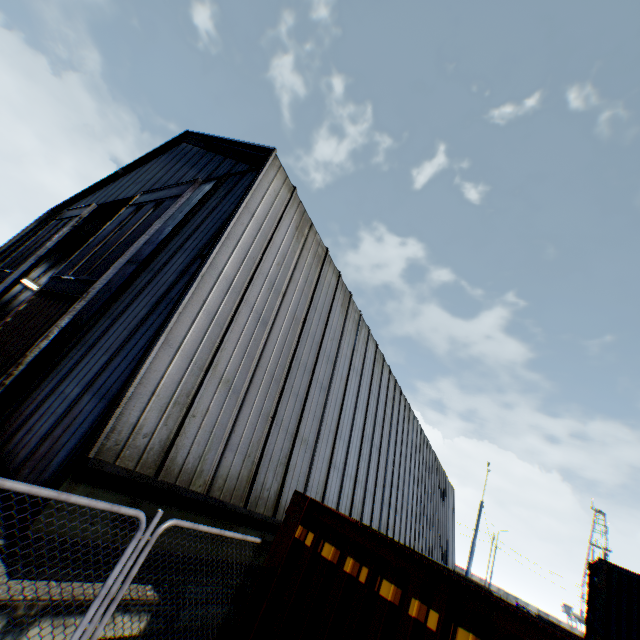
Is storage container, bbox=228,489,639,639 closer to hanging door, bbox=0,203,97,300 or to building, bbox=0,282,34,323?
building, bbox=0,282,34,323

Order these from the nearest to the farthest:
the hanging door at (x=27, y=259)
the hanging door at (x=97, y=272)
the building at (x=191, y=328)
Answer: the building at (x=191, y=328)
the hanging door at (x=97, y=272)
the hanging door at (x=27, y=259)

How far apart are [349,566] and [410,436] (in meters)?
21.44

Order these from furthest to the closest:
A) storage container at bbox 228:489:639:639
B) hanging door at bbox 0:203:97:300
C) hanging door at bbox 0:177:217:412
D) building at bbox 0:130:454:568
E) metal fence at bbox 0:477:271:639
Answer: hanging door at bbox 0:203:97:300, hanging door at bbox 0:177:217:412, building at bbox 0:130:454:568, storage container at bbox 228:489:639:639, metal fence at bbox 0:477:271:639

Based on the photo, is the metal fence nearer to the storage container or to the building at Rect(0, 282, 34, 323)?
the storage container

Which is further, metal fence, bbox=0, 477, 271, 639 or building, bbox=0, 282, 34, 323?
building, bbox=0, 282, 34, 323

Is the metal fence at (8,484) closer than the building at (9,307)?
Yes
